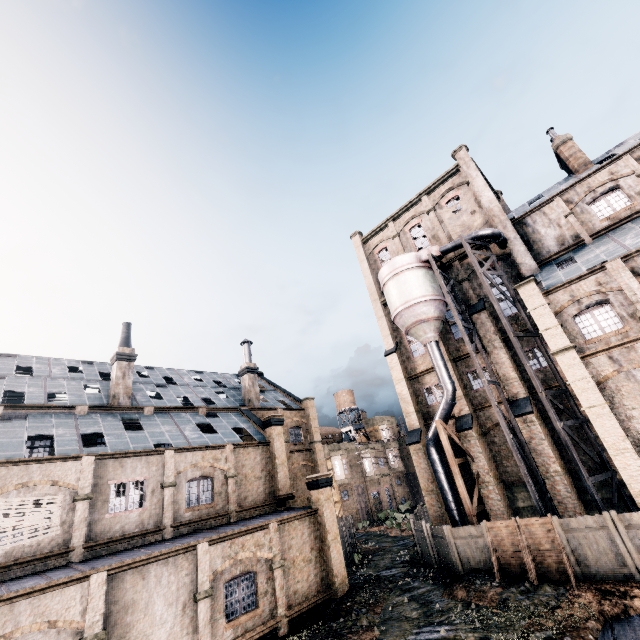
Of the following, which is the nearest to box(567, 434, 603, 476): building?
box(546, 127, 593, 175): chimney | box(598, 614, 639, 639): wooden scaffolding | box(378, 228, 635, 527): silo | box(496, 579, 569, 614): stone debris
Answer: box(378, 228, 635, 527): silo

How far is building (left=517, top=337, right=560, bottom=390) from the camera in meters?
23.8

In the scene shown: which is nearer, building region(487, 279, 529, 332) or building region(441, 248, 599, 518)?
building region(441, 248, 599, 518)

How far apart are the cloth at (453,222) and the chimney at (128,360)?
31.0m

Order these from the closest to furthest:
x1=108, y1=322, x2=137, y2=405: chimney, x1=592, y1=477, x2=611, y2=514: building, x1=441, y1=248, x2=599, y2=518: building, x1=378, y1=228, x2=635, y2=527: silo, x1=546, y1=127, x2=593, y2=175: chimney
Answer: x1=378, y1=228, x2=635, y2=527: silo → x1=592, y1=477, x2=611, y2=514: building → x1=441, y1=248, x2=599, y2=518: building → x1=108, y1=322, x2=137, y2=405: chimney → x1=546, y1=127, x2=593, y2=175: chimney

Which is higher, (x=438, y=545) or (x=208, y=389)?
(x=208, y=389)

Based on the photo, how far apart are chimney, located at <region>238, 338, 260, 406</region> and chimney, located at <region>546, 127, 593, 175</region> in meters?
35.1

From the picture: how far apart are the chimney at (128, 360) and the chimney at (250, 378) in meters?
10.8 m
